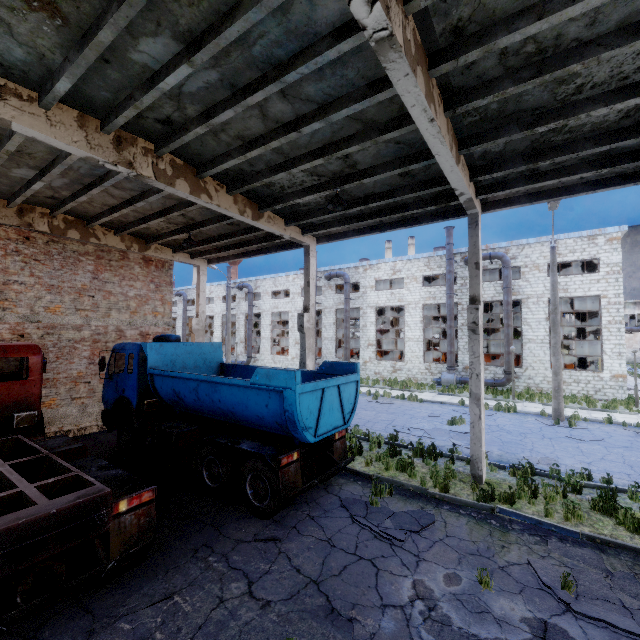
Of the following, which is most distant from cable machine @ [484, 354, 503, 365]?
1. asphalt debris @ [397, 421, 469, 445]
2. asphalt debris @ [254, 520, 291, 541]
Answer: asphalt debris @ [254, 520, 291, 541]

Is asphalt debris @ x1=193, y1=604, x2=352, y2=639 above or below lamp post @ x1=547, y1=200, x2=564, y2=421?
below

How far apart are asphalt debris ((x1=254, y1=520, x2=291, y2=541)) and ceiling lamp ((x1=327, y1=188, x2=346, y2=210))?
7.64m

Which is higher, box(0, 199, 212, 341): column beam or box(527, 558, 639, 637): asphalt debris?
box(0, 199, 212, 341): column beam

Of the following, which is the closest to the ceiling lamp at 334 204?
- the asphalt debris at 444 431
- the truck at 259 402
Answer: the truck at 259 402

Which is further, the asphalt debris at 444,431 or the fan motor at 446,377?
the fan motor at 446,377

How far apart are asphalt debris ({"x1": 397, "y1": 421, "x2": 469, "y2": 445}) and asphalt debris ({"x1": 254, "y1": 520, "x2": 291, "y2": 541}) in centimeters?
754cm

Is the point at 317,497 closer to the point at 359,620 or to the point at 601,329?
the point at 359,620
